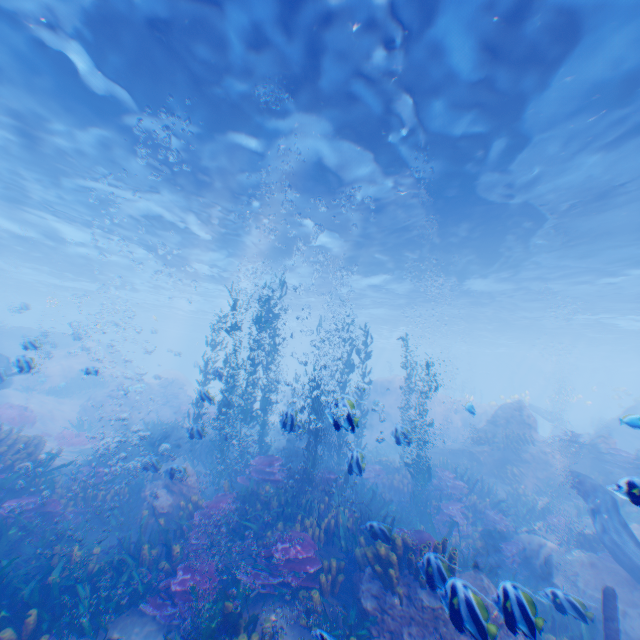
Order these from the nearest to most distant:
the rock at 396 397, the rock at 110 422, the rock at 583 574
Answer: the rock at 583 574 → the rock at 110 422 → the rock at 396 397

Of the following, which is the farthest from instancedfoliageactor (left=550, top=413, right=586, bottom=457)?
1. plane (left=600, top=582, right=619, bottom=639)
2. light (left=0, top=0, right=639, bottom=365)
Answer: light (left=0, top=0, right=639, bottom=365)

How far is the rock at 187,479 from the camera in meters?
9.2 m

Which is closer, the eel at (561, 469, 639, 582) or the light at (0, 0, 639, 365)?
the light at (0, 0, 639, 365)

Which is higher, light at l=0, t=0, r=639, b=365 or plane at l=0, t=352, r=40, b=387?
light at l=0, t=0, r=639, b=365

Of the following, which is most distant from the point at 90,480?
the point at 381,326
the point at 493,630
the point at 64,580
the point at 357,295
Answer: the point at 381,326

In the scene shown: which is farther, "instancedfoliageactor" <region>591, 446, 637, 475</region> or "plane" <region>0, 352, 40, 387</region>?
"instancedfoliageactor" <region>591, 446, 637, 475</region>

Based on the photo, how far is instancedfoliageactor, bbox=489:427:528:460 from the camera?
15.8 meters
